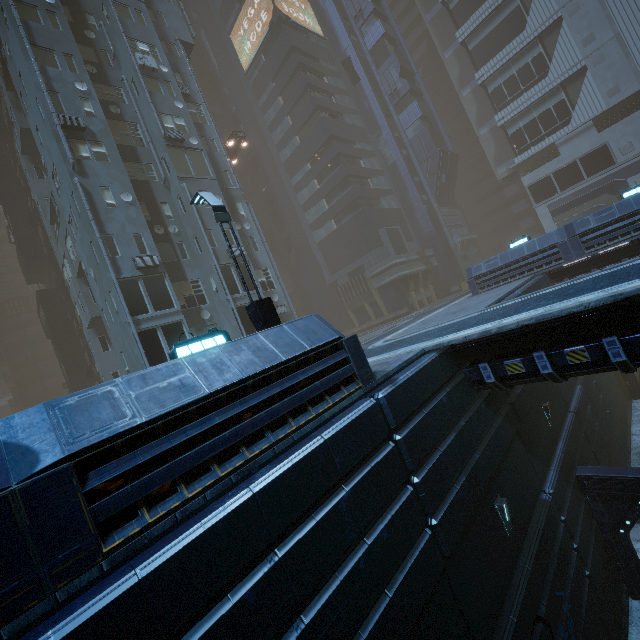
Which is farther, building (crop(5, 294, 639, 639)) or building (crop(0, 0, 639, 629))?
building (crop(0, 0, 639, 629))

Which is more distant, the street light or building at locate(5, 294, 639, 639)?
the street light

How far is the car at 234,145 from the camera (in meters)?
31.56

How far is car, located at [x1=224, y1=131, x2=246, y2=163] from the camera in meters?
31.6

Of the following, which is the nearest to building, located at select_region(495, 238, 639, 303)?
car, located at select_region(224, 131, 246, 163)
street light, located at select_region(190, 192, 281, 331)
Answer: street light, located at select_region(190, 192, 281, 331)

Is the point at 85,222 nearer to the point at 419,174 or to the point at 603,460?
the point at 603,460

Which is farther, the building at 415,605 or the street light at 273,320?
the street light at 273,320
